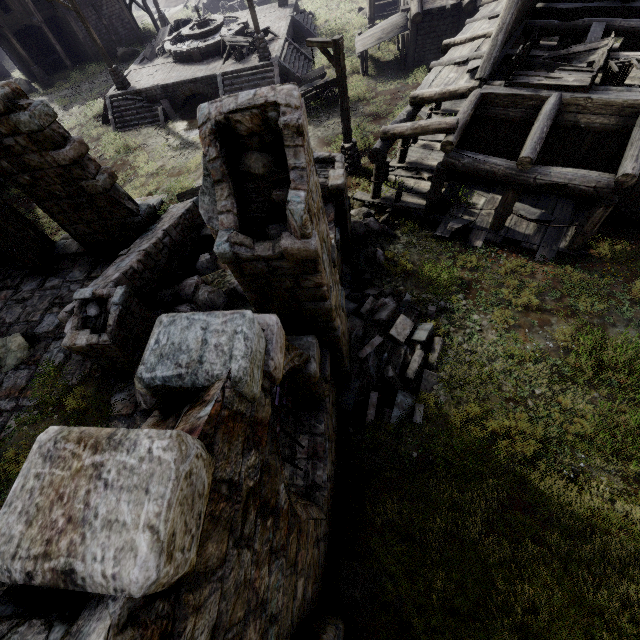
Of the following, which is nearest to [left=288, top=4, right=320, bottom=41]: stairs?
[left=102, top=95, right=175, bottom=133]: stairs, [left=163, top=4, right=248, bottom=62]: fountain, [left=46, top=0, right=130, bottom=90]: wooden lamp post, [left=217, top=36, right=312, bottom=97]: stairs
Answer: [left=217, top=36, right=312, bottom=97]: stairs

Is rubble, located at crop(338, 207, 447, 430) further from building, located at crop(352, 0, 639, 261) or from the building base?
the building base

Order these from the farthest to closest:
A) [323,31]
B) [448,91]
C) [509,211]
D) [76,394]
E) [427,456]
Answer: [323,31] < [448,91] < [509,211] < [76,394] < [427,456]

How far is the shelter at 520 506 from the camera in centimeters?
538cm

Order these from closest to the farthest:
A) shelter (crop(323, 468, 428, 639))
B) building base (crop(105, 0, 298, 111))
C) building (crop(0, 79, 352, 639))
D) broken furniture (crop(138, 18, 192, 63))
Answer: building (crop(0, 79, 352, 639)) → shelter (crop(323, 468, 428, 639)) → building base (crop(105, 0, 298, 111)) → broken furniture (crop(138, 18, 192, 63))

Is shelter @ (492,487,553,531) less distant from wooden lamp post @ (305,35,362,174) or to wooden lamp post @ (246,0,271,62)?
wooden lamp post @ (305,35,362,174)

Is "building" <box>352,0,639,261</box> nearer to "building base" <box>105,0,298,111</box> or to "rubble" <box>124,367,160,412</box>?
"rubble" <box>124,367,160,412</box>

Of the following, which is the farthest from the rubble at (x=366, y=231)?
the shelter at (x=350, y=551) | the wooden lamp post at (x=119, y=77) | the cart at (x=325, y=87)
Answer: the wooden lamp post at (x=119, y=77)
